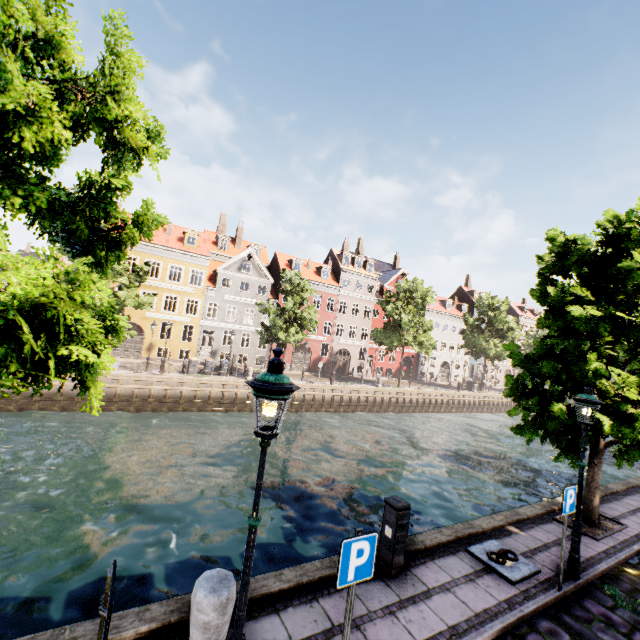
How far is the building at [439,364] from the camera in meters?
48.9

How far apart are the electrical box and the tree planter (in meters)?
5.85

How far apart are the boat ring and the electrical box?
2.0m

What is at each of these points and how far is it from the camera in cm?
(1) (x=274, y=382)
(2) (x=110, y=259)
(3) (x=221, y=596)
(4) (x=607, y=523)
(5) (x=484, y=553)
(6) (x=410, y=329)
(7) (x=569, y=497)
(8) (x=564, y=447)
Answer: (1) street light, 302
(2) tree, 416
(3) pillar, 358
(4) tree planter, 902
(5) boat ring, 673
(6) tree, 3359
(7) sign, 603
(8) tree, 888

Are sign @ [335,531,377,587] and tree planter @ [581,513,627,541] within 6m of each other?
no

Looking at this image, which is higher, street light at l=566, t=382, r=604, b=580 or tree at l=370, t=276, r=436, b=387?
tree at l=370, t=276, r=436, b=387

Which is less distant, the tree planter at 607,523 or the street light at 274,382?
the street light at 274,382

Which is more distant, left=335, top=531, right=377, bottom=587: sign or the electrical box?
the electrical box
